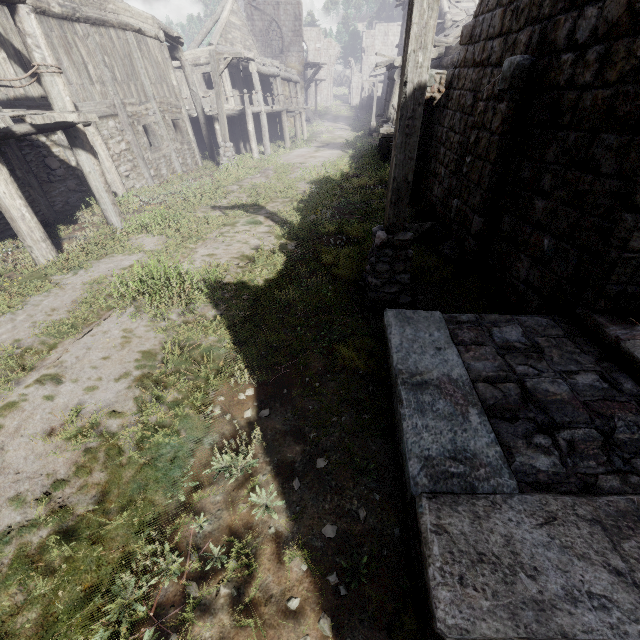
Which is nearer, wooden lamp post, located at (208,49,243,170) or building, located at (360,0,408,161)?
wooden lamp post, located at (208,49,243,170)

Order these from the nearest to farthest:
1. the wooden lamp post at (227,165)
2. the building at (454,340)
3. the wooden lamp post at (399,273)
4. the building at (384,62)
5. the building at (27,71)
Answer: the building at (454,340) → the wooden lamp post at (399,273) → the building at (27,71) → the wooden lamp post at (227,165) → the building at (384,62)

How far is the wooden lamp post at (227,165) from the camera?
14.0m

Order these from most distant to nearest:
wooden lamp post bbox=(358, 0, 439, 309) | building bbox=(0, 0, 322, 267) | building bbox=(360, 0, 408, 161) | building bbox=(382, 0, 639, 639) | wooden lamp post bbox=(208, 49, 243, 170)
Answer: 1. building bbox=(360, 0, 408, 161)
2. wooden lamp post bbox=(208, 49, 243, 170)
3. building bbox=(0, 0, 322, 267)
4. wooden lamp post bbox=(358, 0, 439, 309)
5. building bbox=(382, 0, 639, 639)

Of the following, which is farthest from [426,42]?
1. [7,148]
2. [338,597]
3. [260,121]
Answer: [260,121]

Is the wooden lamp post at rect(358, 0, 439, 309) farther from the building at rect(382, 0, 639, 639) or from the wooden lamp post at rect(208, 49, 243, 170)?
the wooden lamp post at rect(208, 49, 243, 170)

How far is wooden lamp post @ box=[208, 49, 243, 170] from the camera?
14.0 meters
